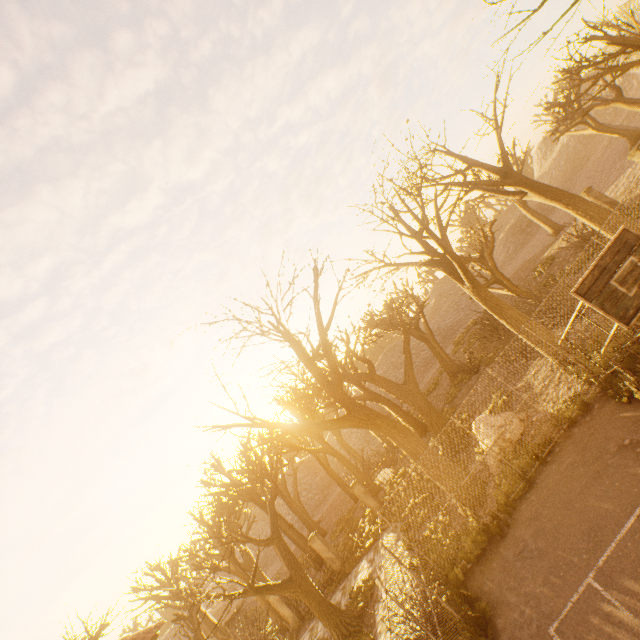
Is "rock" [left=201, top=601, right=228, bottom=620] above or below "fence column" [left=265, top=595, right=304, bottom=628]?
above

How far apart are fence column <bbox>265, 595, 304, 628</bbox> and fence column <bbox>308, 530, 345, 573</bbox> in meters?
3.3

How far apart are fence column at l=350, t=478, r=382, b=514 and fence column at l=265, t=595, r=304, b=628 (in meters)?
7.25

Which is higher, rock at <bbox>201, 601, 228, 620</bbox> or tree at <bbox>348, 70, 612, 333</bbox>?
rock at <bbox>201, 601, 228, 620</bbox>

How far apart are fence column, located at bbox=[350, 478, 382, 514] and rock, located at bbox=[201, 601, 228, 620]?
29.9m

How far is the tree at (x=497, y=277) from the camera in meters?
12.2 m

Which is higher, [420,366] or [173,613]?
[173,613]

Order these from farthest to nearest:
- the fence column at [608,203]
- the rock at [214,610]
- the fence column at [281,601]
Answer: the rock at [214,610]
the fence column at [608,203]
the fence column at [281,601]
